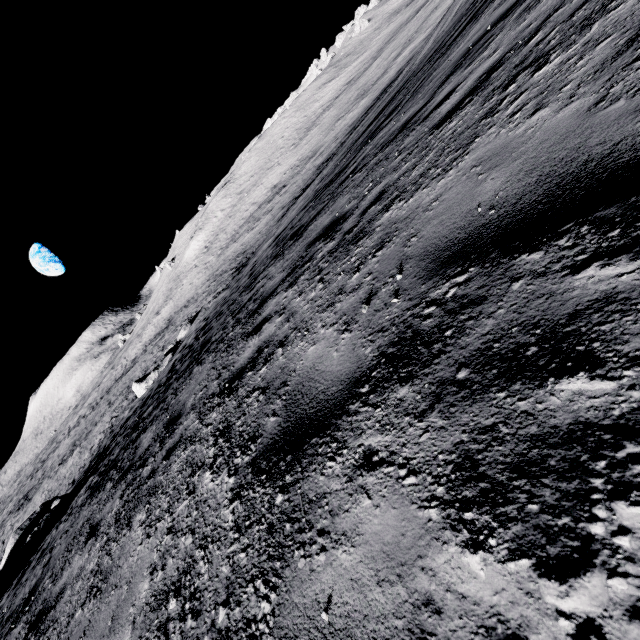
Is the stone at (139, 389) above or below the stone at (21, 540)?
below

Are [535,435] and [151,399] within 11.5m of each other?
no

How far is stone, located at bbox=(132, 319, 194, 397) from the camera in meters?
25.5

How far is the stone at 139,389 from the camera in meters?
25.5 m

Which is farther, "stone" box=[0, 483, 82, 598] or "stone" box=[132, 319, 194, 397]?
"stone" box=[132, 319, 194, 397]

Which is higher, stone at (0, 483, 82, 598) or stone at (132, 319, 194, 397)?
stone at (0, 483, 82, 598)
